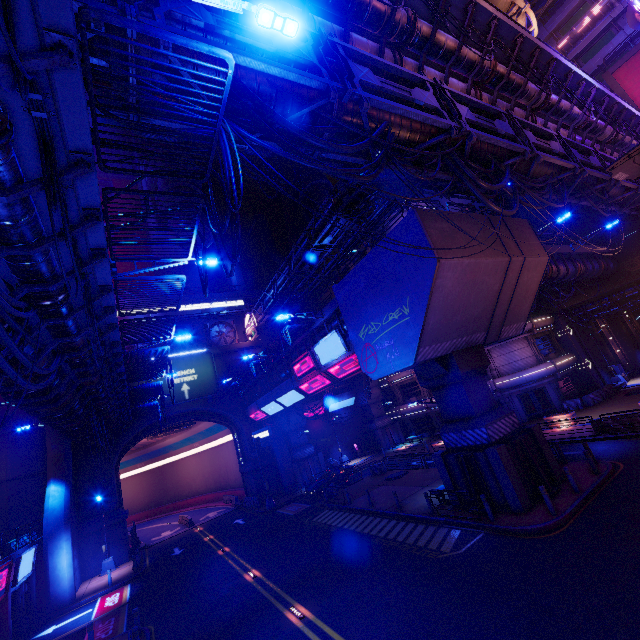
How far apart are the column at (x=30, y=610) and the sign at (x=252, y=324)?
26.5m

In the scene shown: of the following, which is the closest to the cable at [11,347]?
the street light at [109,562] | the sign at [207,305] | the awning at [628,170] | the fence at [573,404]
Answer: the awning at [628,170]

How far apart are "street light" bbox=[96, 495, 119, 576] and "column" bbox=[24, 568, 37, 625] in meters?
5.4

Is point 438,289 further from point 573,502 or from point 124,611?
point 124,611

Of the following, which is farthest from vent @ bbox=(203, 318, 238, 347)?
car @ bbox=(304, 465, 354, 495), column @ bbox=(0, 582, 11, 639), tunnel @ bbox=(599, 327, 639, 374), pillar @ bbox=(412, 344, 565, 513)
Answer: tunnel @ bbox=(599, 327, 639, 374)

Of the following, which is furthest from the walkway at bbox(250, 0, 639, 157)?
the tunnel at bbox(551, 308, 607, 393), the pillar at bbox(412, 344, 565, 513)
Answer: the pillar at bbox(412, 344, 565, 513)

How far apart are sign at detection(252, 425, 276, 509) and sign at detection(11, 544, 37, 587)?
16.5 meters

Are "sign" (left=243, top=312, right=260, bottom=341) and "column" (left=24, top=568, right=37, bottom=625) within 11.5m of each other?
no
